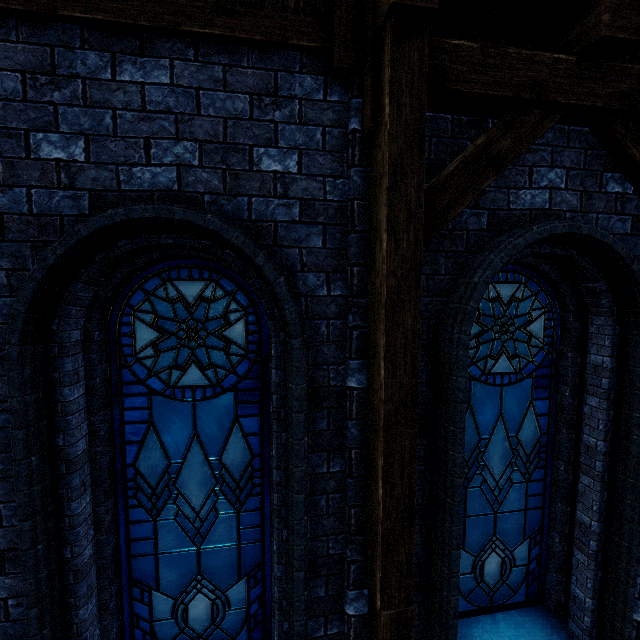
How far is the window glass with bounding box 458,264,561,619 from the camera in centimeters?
321cm

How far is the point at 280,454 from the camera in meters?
2.5

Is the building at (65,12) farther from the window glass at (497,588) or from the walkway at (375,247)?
the window glass at (497,588)

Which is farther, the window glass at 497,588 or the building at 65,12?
the window glass at 497,588

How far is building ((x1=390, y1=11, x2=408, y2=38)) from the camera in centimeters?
195cm

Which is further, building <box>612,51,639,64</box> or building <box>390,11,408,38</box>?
building <box>612,51,639,64</box>

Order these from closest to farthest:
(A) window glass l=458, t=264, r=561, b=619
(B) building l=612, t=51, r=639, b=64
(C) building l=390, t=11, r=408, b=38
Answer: (C) building l=390, t=11, r=408, b=38, (B) building l=612, t=51, r=639, b=64, (A) window glass l=458, t=264, r=561, b=619

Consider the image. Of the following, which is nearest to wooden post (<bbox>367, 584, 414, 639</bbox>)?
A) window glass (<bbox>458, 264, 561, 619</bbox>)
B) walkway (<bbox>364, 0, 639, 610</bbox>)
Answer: walkway (<bbox>364, 0, 639, 610</bbox>)
